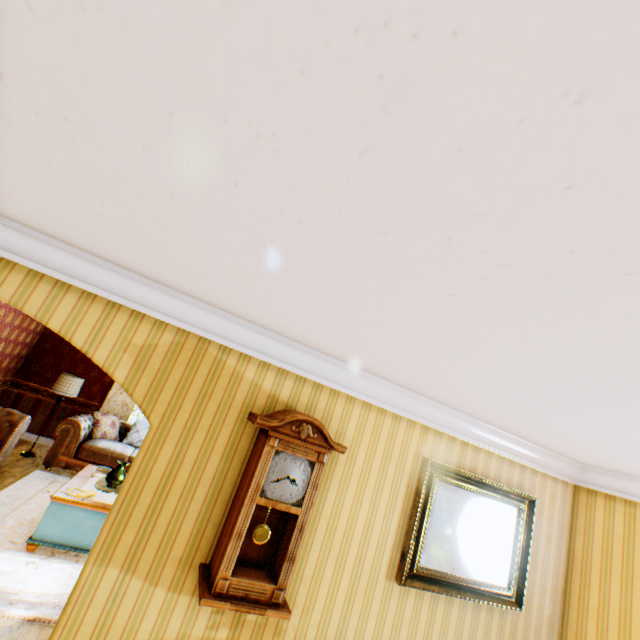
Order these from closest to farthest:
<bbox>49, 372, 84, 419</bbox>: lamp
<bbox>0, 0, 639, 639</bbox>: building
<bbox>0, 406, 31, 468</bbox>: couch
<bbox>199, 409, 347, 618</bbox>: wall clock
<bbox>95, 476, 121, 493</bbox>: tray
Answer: <bbox>0, 0, 639, 639</bbox>: building
<bbox>199, 409, 347, 618</bbox>: wall clock
<bbox>95, 476, 121, 493</bbox>: tray
<bbox>0, 406, 31, 468</bbox>: couch
<bbox>49, 372, 84, 419</bbox>: lamp

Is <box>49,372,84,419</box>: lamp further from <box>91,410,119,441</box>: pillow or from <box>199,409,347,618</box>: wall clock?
<box>199,409,347,618</box>: wall clock

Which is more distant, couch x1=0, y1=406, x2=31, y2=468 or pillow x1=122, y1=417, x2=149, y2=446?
pillow x1=122, y1=417, x2=149, y2=446

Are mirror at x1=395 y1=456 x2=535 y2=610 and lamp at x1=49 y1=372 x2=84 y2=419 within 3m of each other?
no

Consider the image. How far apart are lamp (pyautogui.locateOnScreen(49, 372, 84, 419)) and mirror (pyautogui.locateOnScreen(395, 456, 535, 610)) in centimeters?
782cm

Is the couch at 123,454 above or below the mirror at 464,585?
below

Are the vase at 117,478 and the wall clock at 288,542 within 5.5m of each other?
yes

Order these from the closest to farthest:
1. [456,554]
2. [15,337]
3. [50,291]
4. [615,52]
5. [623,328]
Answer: [615,52] → [623,328] → [50,291] → [456,554] → [15,337]
